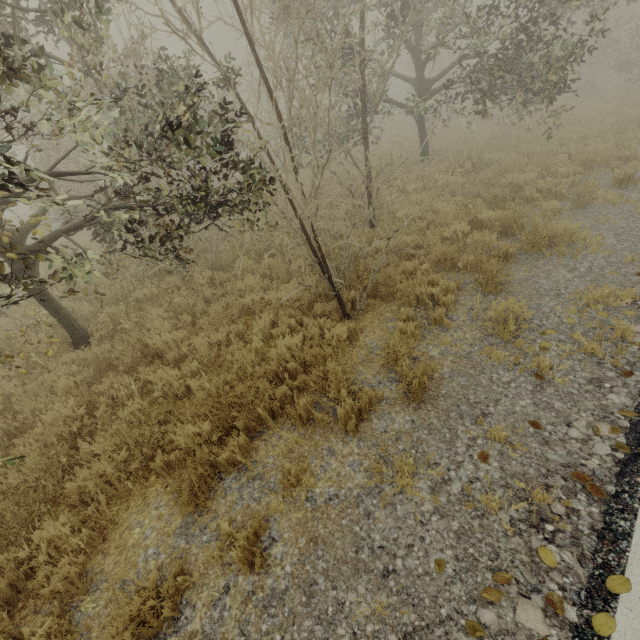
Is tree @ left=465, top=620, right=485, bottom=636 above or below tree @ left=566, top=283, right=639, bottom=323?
below

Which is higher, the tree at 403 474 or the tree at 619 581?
the tree at 619 581

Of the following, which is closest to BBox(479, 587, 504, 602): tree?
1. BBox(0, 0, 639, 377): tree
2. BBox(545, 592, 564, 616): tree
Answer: BBox(545, 592, 564, 616): tree

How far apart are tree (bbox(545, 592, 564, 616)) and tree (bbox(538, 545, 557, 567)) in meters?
0.2

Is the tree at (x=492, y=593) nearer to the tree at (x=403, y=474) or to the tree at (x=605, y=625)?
the tree at (x=605, y=625)

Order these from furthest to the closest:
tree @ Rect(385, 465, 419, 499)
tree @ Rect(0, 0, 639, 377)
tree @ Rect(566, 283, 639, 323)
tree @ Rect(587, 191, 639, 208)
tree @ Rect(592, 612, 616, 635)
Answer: tree @ Rect(587, 191, 639, 208)
tree @ Rect(566, 283, 639, 323)
tree @ Rect(0, 0, 639, 377)
tree @ Rect(385, 465, 419, 499)
tree @ Rect(592, 612, 616, 635)

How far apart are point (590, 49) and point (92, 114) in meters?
51.4 m

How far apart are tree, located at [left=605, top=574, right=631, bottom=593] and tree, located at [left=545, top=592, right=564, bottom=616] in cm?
35
